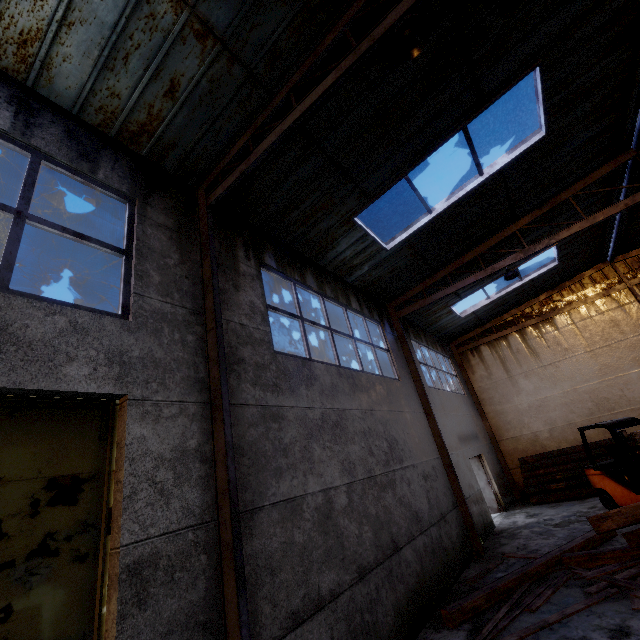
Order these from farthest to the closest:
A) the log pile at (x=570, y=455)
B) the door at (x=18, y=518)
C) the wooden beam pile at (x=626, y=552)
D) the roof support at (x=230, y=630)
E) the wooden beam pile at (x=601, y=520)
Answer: the log pile at (x=570, y=455) → the wooden beam pile at (x=626, y=552) → the wooden beam pile at (x=601, y=520) → the roof support at (x=230, y=630) → the door at (x=18, y=518)

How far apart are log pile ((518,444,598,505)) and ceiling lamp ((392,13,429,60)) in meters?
15.0

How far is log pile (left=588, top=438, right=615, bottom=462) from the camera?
12.11m

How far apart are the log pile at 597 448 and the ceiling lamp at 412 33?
15.0 meters

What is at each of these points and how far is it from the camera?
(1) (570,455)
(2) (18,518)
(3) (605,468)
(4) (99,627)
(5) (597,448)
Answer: (1) log pile, 12.84m
(2) door, 2.59m
(3) forklift, 9.62m
(4) door frame, 2.64m
(5) log pile, 12.55m

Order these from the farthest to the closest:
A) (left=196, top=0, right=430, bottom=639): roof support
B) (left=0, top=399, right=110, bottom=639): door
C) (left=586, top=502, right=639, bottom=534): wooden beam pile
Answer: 1. (left=586, top=502, right=639, bottom=534): wooden beam pile
2. (left=196, top=0, right=430, bottom=639): roof support
3. (left=0, top=399, right=110, bottom=639): door

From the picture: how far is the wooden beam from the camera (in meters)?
5.53

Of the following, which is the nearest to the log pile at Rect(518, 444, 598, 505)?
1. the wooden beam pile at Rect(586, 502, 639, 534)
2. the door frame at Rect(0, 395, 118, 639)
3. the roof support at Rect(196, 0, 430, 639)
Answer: the wooden beam pile at Rect(586, 502, 639, 534)
